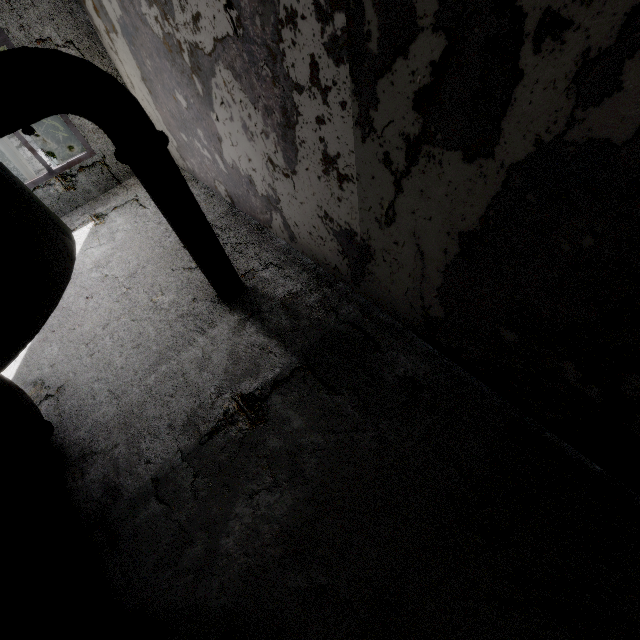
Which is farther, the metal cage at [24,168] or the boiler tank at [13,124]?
the metal cage at [24,168]

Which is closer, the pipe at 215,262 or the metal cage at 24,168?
the pipe at 215,262

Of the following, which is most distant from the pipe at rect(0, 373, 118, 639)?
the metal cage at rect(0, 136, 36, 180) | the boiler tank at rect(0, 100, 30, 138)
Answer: the metal cage at rect(0, 136, 36, 180)

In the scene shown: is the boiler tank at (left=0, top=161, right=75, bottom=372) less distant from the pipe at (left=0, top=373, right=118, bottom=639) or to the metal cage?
the metal cage

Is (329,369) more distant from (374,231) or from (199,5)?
(199,5)
